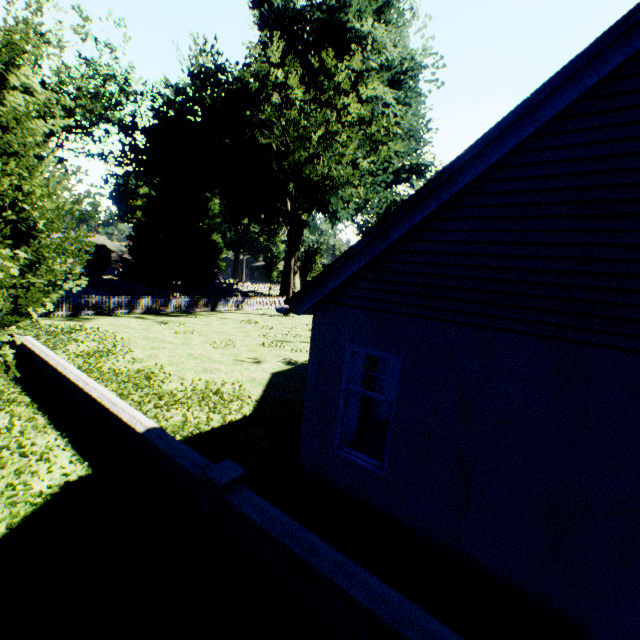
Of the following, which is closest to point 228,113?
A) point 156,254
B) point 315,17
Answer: point 315,17

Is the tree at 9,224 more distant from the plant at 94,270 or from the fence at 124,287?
the plant at 94,270

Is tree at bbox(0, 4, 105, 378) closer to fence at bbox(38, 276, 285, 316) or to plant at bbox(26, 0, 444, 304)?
fence at bbox(38, 276, 285, 316)

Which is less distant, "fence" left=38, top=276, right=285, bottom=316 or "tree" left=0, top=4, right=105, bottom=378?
"tree" left=0, top=4, right=105, bottom=378

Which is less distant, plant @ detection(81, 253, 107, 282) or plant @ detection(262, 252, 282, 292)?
plant @ detection(81, 253, 107, 282)

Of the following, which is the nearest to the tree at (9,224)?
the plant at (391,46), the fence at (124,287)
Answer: the fence at (124,287)
